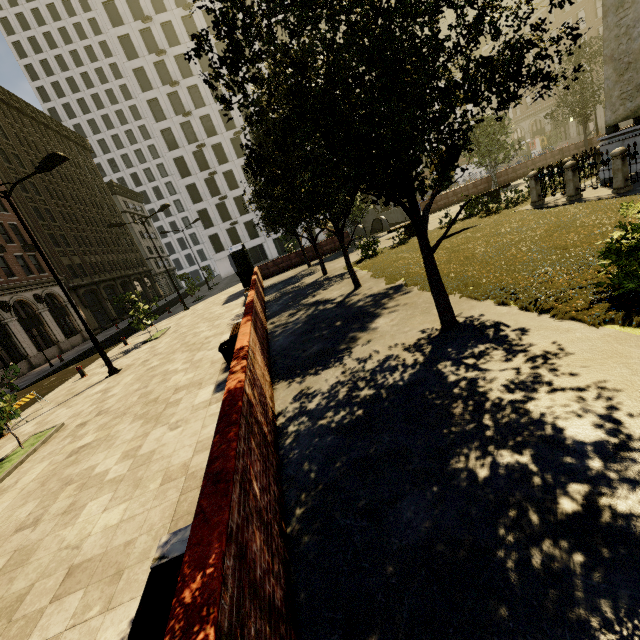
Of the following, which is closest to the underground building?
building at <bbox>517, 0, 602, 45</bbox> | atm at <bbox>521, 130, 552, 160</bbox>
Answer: atm at <bbox>521, 130, 552, 160</bbox>

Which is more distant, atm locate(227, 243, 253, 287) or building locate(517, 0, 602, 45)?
building locate(517, 0, 602, 45)

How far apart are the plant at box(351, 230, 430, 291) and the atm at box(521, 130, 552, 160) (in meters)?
56.30

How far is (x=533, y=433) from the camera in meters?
3.2

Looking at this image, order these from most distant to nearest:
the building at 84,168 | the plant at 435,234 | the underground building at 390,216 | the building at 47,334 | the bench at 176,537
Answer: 1. the building at 84,168
2. the underground building at 390,216
3. the building at 47,334
4. the plant at 435,234
5. the bench at 176,537

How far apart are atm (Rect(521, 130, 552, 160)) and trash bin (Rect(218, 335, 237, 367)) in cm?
6462

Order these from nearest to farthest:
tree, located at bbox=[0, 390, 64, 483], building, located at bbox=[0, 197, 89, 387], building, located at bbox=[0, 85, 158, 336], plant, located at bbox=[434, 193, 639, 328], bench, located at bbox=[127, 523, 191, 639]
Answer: bench, located at bbox=[127, 523, 191, 639]
plant, located at bbox=[434, 193, 639, 328]
tree, located at bbox=[0, 390, 64, 483]
building, located at bbox=[0, 197, 89, 387]
building, located at bbox=[0, 85, 158, 336]

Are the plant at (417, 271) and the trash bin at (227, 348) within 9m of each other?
yes
